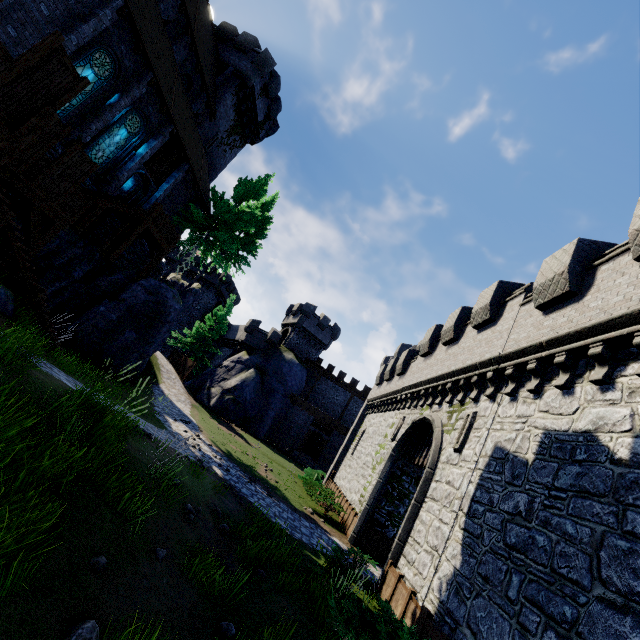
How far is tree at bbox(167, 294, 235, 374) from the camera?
35.1m

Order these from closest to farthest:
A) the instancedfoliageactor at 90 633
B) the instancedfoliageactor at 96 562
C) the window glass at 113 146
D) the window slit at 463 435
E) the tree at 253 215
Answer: the instancedfoliageactor at 90 633, the instancedfoliageactor at 96 562, the window slit at 463 435, the window glass at 113 146, the tree at 253 215

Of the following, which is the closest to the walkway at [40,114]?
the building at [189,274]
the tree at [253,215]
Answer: the tree at [253,215]

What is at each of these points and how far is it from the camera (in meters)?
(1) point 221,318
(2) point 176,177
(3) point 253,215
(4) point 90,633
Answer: (1) tree, 37.12
(2) building, 21.55
(3) tree, 25.27
(4) instancedfoliageactor, 3.25

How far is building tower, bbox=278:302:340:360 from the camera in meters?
42.7

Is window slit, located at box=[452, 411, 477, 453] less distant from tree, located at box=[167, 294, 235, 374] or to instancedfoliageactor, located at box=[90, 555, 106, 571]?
instancedfoliageactor, located at box=[90, 555, 106, 571]

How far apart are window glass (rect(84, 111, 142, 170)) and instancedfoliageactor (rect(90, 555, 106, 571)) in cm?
1838

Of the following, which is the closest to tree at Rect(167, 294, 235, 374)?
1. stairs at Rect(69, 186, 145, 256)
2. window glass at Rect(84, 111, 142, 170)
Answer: stairs at Rect(69, 186, 145, 256)
